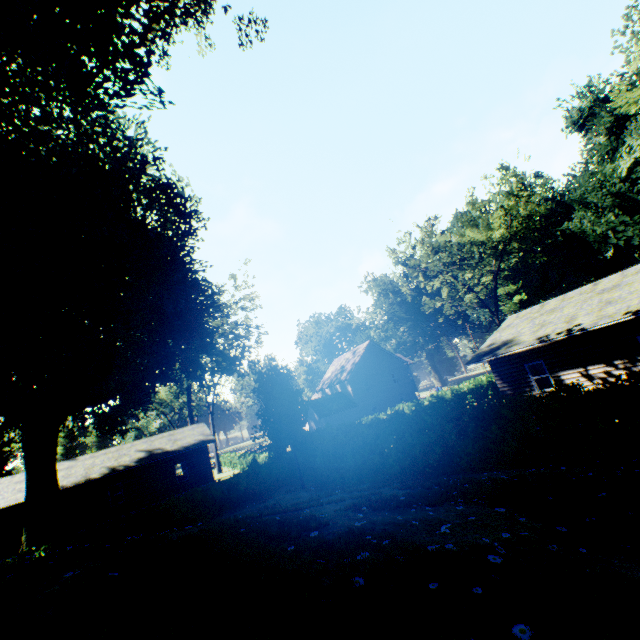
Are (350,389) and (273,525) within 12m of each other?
no

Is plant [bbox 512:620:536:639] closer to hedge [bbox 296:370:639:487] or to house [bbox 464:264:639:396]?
hedge [bbox 296:370:639:487]

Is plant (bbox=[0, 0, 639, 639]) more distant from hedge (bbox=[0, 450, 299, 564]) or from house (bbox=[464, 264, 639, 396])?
house (bbox=[464, 264, 639, 396])

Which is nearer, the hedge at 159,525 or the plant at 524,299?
the hedge at 159,525

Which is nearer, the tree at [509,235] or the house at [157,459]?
the house at [157,459]

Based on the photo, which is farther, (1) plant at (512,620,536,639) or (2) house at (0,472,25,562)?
(2) house at (0,472,25,562)

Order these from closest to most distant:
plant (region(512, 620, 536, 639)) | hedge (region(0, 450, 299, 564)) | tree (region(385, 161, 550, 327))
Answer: plant (region(512, 620, 536, 639)), hedge (region(0, 450, 299, 564)), tree (region(385, 161, 550, 327))

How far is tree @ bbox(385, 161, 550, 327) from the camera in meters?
31.2 m
